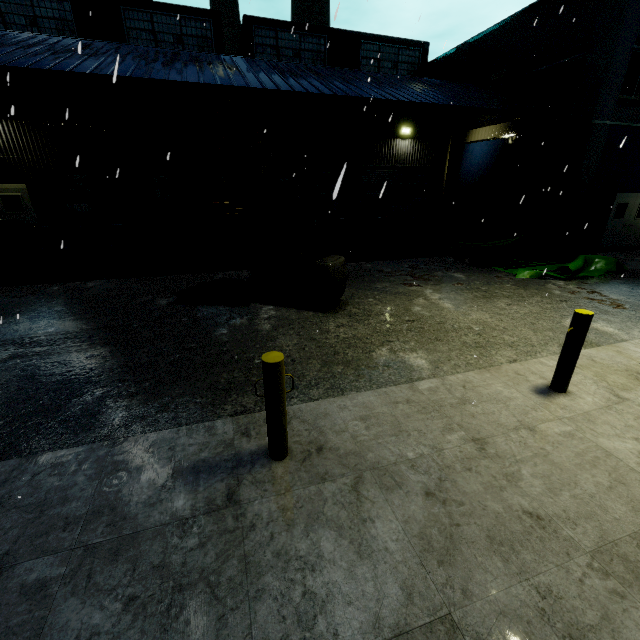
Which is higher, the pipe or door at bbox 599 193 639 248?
door at bbox 599 193 639 248

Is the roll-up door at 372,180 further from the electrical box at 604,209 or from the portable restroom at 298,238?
the electrical box at 604,209

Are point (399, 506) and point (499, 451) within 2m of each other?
yes

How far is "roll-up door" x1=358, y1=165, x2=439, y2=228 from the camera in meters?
18.3 m

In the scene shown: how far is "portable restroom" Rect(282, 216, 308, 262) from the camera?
12.13m

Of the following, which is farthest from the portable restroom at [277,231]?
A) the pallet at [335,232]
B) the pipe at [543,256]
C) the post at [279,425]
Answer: the post at [279,425]

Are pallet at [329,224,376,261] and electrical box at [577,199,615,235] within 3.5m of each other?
no

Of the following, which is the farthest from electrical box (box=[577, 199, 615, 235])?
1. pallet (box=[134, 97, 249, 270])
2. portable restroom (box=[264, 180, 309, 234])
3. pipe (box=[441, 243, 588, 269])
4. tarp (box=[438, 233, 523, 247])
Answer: portable restroom (box=[264, 180, 309, 234])
